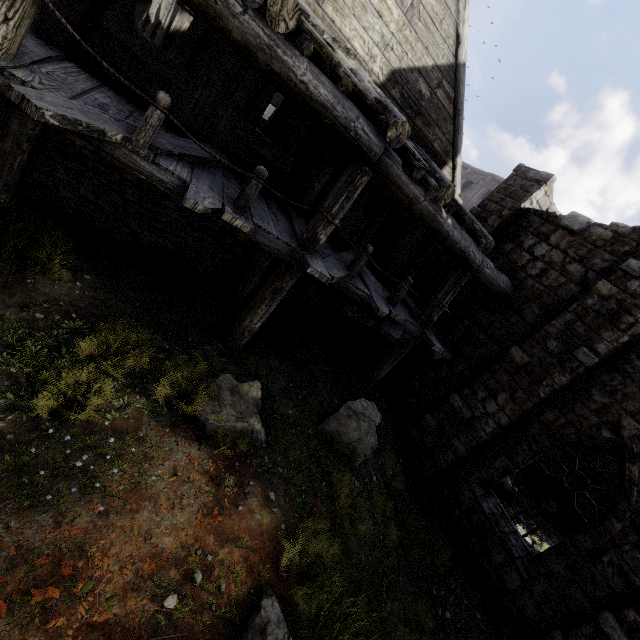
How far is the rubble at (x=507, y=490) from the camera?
10.5m

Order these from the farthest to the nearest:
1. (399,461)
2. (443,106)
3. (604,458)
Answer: (604,458) → (399,461) → (443,106)

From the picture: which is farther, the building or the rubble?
the rubble

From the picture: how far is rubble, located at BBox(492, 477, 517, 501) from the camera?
10.48m

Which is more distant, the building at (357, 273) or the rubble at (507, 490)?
the rubble at (507, 490)
